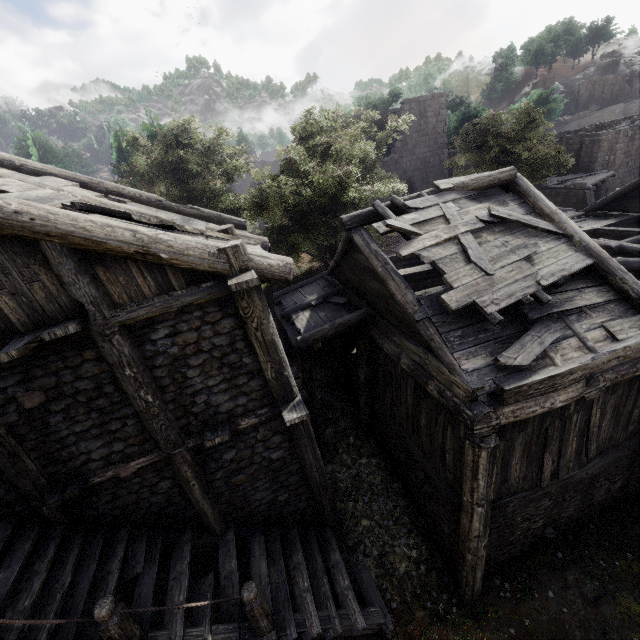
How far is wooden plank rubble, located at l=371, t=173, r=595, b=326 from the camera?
6.5m

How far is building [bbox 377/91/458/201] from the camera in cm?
2572

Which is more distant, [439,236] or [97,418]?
[439,236]

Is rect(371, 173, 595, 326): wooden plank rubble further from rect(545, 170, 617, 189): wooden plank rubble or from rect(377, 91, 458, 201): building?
rect(545, 170, 617, 189): wooden plank rubble

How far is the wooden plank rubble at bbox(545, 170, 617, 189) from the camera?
23.3m

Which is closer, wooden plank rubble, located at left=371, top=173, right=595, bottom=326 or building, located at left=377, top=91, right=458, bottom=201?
wooden plank rubble, located at left=371, top=173, right=595, bottom=326

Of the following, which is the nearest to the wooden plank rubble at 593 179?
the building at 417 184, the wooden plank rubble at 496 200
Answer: the building at 417 184

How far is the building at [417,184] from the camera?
25.7m
